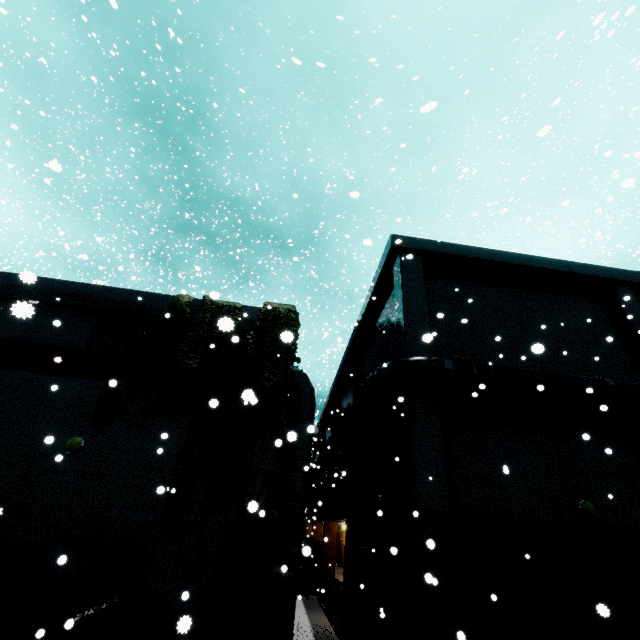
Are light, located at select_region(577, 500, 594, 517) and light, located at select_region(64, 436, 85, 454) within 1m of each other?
no

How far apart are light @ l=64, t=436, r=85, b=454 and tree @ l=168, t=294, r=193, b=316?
4.4m

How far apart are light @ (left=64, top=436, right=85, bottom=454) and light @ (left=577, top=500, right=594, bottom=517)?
14.8 meters

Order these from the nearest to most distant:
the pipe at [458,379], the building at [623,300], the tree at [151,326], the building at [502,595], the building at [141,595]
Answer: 1. the building at [141,595]
2. the building at [502,595]
3. the tree at [151,326]
4. the pipe at [458,379]
5. the building at [623,300]

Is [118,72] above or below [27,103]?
above

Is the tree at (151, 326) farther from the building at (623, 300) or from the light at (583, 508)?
the light at (583, 508)

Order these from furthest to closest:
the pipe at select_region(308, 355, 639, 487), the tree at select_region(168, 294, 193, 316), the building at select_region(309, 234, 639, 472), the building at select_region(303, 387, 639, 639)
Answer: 1. the building at select_region(309, 234, 639, 472)
2. the tree at select_region(168, 294, 193, 316)
3. the pipe at select_region(308, 355, 639, 487)
4. the building at select_region(303, 387, 639, 639)

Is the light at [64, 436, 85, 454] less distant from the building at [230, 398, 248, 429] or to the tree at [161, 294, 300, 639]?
the building at [230, 398, 248, 429]
